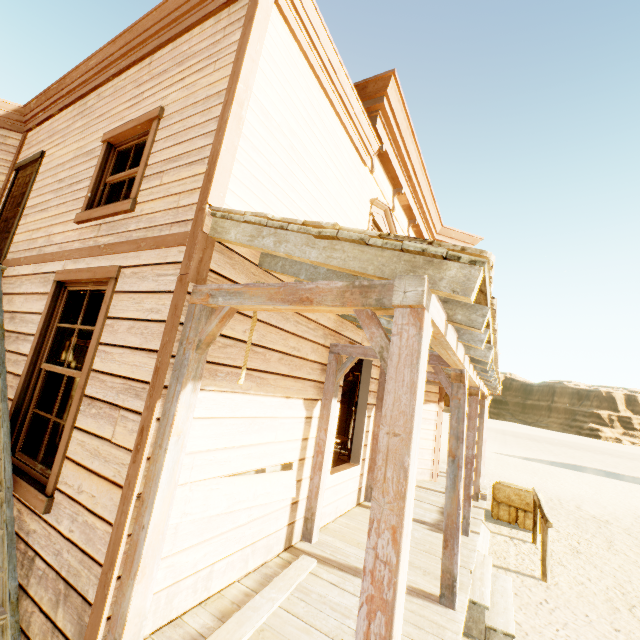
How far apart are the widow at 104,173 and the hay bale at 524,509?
9.5 meters

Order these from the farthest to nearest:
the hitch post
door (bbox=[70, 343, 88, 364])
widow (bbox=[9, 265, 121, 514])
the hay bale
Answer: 1. door (bbox=[70, 343, 88, 364])
2. the hay bale
3. the hitch post
4. widow (bbox=[9, 265, 121, 514])

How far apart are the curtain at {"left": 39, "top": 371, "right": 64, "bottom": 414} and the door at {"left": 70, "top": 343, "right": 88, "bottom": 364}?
7.5m

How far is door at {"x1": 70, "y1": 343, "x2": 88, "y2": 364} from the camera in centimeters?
1007cm

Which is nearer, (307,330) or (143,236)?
(143,236)

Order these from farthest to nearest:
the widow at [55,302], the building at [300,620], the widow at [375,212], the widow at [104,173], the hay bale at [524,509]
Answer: the hay bale at [524,509] → the widow at [375,212] → the widow at [104,173] → the widow at [55,302] → the building at [300,620]

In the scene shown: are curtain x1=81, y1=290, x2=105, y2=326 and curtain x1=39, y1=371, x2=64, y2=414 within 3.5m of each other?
yes

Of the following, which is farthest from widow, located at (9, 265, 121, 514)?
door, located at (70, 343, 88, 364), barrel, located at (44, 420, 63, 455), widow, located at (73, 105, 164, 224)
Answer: door, located at (70, 343, 88, 364)
